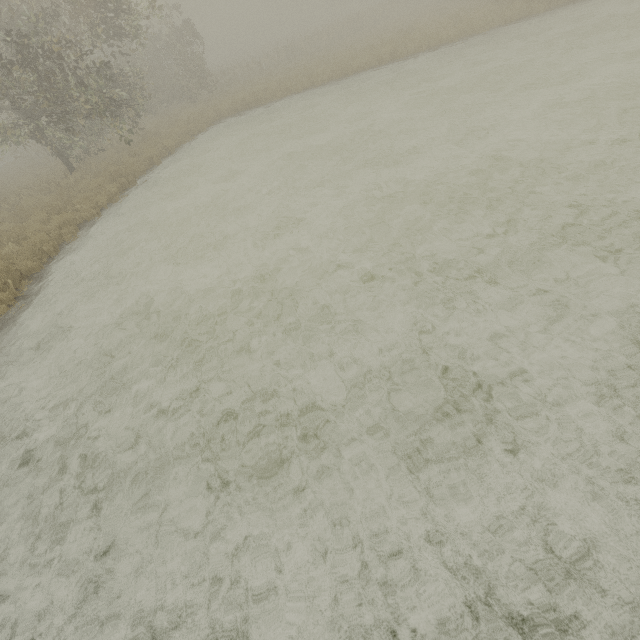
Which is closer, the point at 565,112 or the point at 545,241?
the point at 545,241
